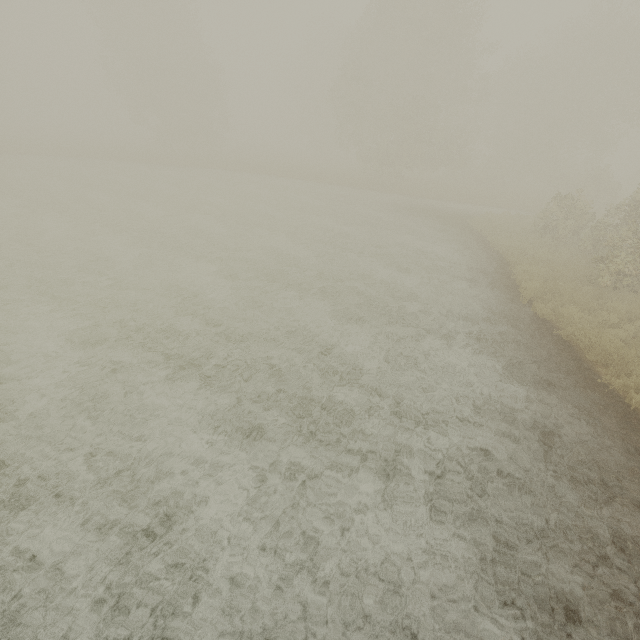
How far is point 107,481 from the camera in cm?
537
